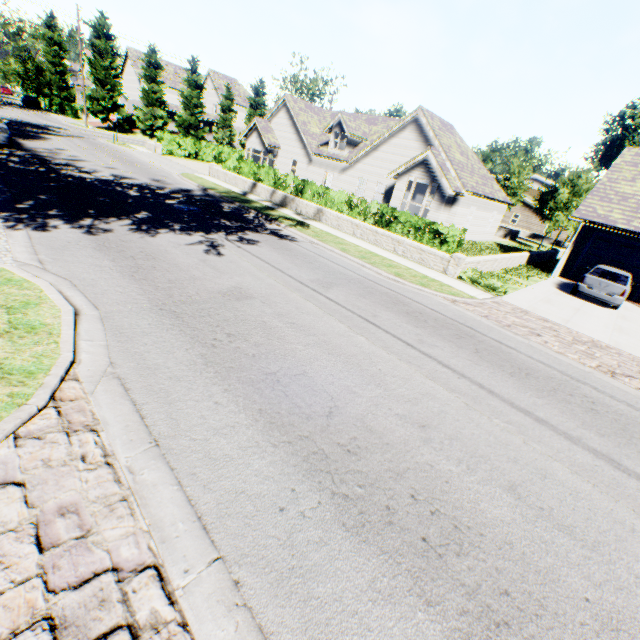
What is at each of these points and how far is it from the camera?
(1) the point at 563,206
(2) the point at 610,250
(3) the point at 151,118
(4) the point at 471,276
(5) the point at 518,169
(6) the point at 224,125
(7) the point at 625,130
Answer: (1) tree, 29.89m
(2) garage door, 18.83m
(3) tree, 44.53m
(4) hedge, 12.64m
(5) tree, 42.47m
(6) tree, 51.84m
(7) plant, 59.88m

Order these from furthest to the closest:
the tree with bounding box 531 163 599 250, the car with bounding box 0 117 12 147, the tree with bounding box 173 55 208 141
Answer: the tree with bounding box 173 55 208 141 < the tree with bounding box 531 163 599 250 < the car with bounding box 0 117 12 147

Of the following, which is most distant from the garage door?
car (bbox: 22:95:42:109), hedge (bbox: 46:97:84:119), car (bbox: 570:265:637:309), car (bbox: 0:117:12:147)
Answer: car (bbox: 22:95:42:109)

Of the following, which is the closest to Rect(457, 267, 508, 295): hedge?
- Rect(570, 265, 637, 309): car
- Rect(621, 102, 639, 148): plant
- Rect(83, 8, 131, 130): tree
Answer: Rect(570, 265, 637, 309): car

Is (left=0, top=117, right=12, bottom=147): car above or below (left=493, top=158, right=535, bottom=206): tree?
below

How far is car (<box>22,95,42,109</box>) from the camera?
48.2m

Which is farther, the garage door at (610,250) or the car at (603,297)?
the garage door at (610,250)

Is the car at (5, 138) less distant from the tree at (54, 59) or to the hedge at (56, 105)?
the tree at (54, 59)
